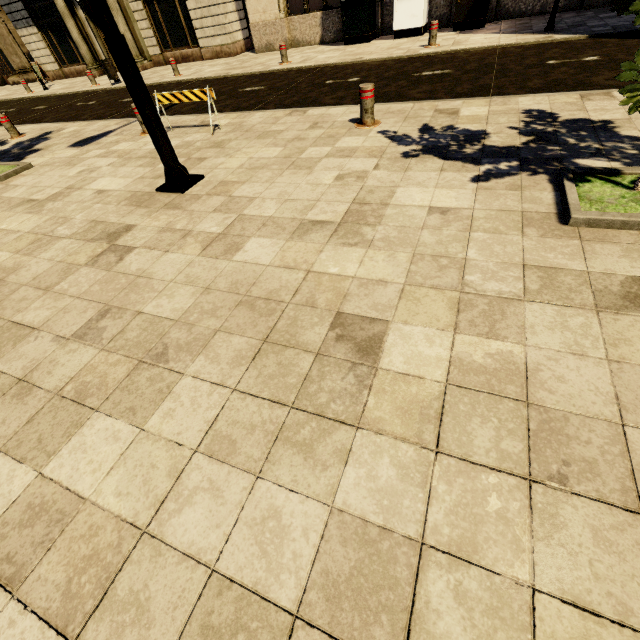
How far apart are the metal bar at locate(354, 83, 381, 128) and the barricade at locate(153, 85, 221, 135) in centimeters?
281cm

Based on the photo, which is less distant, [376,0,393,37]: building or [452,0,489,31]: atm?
[452,0,489,31]: atm

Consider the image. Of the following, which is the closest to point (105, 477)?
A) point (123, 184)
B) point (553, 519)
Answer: point (553, 519)

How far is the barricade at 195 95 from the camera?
6.03m

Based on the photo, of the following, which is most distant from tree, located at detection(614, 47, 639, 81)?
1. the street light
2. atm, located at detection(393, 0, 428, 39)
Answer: atm, located at detection(393, 0, 428, 39)

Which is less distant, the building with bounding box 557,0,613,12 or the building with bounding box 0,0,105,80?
the building with bounding box 557,0,613,12

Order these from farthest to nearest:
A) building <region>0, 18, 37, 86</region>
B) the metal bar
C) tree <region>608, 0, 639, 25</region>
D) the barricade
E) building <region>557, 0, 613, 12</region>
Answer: building <region>0, 18, 37, 86</region>
building <region>557, 0, 613, 12</region>
the barricade
the metal bar
tree <region>608, 0, 639, 25</region>

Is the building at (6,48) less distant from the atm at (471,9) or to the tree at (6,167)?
the atm at (471,9)
